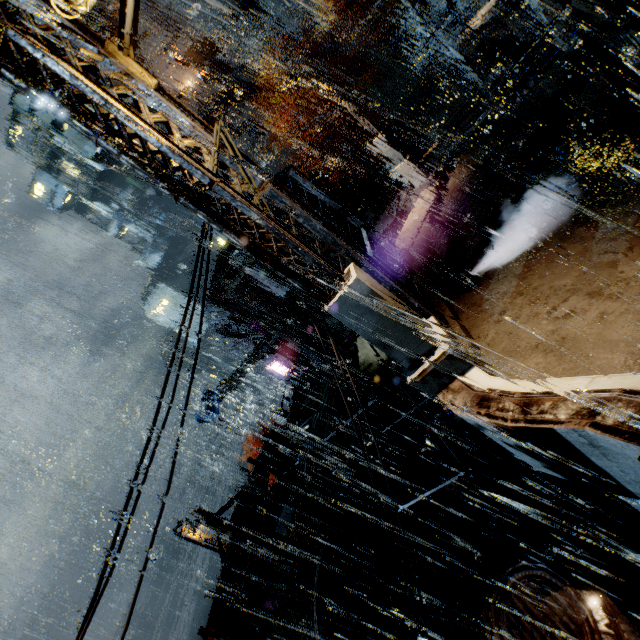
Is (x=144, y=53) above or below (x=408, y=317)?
above

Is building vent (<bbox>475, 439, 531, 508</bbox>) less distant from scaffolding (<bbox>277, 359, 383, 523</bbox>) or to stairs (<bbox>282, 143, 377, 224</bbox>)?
scaffolding (<bbox>277, 359, 383, 523</bbox>)

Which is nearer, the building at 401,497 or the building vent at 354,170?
the building at 401,497

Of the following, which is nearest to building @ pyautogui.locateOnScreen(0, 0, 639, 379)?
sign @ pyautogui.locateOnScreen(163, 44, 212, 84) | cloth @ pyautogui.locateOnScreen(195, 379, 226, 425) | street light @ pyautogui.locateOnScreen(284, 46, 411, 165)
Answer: sign @ pyautogui.locateOnScreen(163, 44, 212, 84)

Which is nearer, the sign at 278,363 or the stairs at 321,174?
the stairs at 321,174

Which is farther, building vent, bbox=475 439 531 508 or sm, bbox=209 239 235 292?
sm, bbox=209 239 235 292

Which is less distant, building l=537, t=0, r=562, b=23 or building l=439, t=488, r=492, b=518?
building l=537, t=0, r=562, b=23

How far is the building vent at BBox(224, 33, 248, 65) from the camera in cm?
3781
